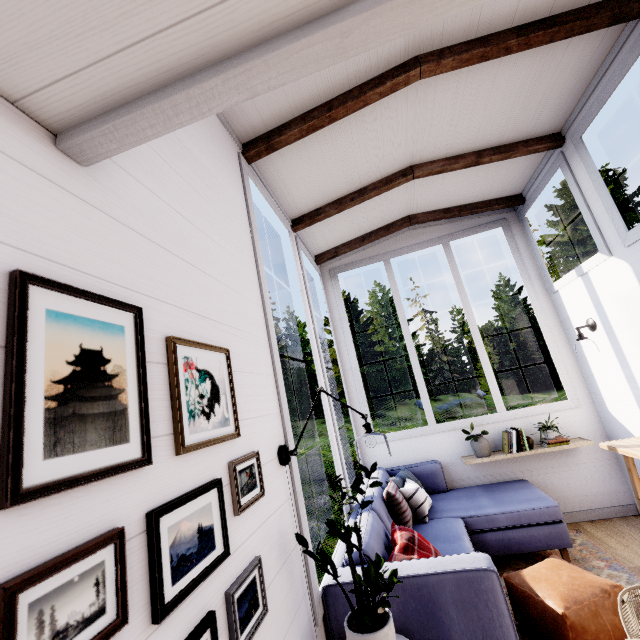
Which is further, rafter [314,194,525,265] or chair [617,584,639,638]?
rafter [314,194,525,265]

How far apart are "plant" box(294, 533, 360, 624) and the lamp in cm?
34

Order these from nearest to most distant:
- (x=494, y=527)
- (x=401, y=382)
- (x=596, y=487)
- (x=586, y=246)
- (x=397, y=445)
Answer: (x=494, y=527) → (x=596, y=487) → (x=397, y=445) → (x=586, y=246) → (x=401, y=382)

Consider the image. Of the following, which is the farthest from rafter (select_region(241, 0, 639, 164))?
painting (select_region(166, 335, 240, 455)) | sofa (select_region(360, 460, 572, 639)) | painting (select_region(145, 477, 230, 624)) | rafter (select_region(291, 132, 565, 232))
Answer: sofa (select_region(360, 460, 572, 639))

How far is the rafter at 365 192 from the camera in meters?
3.1

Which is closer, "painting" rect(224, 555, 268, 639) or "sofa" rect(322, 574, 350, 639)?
"painting" rect(224, 555, 268, 639)

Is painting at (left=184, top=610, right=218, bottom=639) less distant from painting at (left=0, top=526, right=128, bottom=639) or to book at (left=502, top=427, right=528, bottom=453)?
painting at (left=0, top=526, right=128, bottom=639)

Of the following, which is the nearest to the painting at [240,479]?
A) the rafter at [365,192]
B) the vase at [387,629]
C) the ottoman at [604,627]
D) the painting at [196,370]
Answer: the painting at [196,370]
